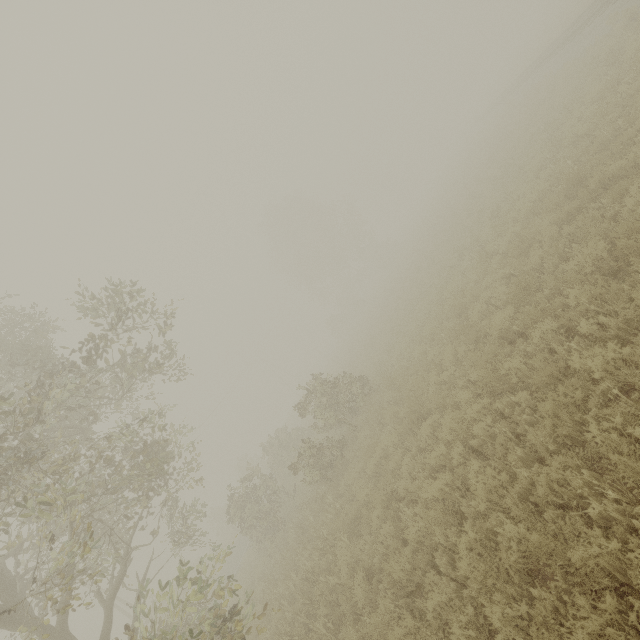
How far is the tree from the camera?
8.60m

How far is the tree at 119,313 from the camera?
8.6m

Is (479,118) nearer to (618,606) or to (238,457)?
(618,606)
